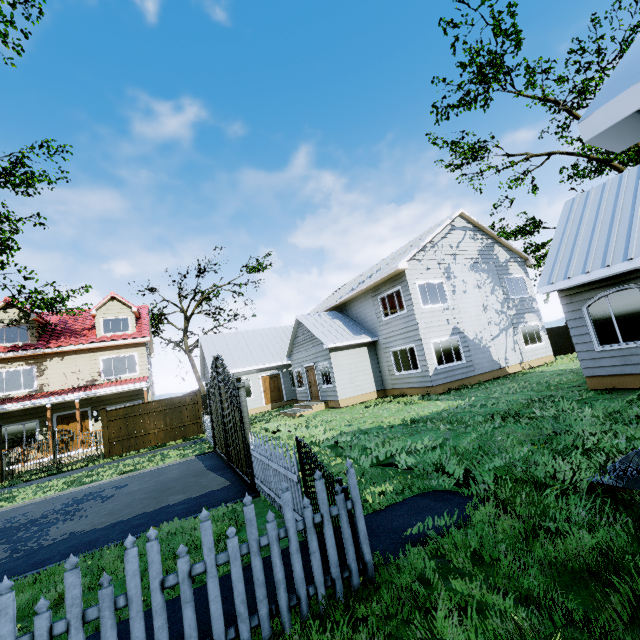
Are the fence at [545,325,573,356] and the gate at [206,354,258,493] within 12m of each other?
no

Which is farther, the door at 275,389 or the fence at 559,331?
the door at 275,389

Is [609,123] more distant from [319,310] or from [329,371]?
[319,310]

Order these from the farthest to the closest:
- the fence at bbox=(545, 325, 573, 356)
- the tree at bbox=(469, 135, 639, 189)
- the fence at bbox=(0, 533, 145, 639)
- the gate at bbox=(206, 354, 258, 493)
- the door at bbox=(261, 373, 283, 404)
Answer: the door at bbox=(261, 373, 283, 404) → the fence at bbox=(545, 325, 573, 356) → the tree at bbox=(469, 135, 639, 189) → the gate at bbox=(206, 354, 258, 493) → the fence at bbox=(0, 533, 145, 639)

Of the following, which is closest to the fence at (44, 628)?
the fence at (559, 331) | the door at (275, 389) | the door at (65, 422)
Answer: the door at (65, 422)

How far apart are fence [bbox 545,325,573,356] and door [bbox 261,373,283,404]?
19.6m

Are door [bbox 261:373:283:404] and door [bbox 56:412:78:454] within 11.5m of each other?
yes

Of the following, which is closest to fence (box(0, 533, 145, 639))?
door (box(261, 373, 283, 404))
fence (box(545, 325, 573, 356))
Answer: door (box(261, 373, 283, 404))
